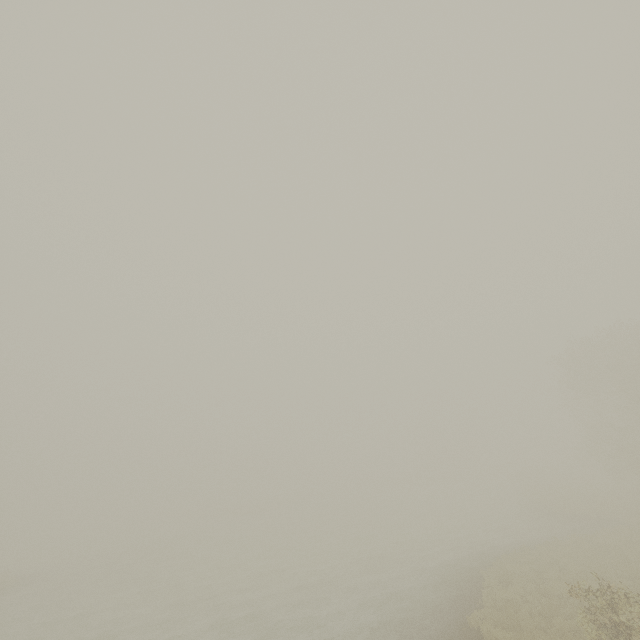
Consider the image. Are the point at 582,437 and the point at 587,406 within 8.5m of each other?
yes
